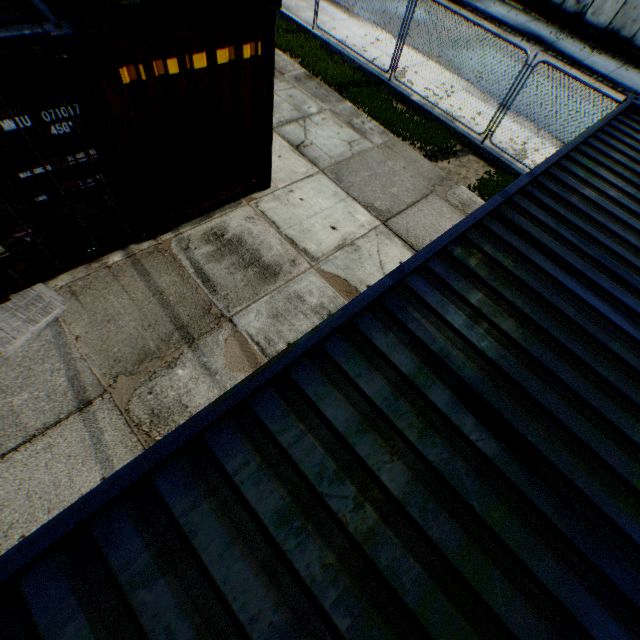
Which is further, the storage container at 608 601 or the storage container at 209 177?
the storage container at 209 177

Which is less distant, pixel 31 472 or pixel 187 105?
pixel 31 472

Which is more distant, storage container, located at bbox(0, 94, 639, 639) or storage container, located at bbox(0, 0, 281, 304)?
storage container, located at bbox(0, 0, 281, 304)
